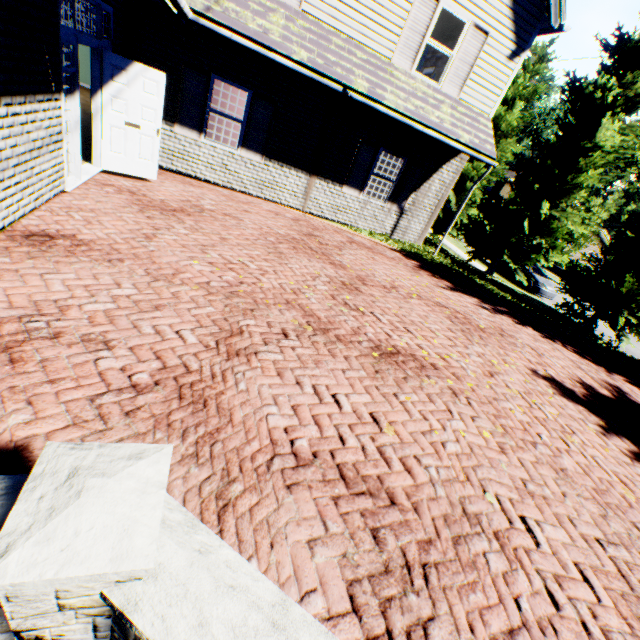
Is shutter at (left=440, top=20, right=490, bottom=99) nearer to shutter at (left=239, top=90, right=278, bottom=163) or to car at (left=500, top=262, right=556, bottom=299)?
shutter at (left=239, top=90, right=278, bottom=163)

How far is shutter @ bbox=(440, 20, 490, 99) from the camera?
8.70m

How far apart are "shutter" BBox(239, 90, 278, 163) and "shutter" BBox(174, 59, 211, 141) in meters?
0.9

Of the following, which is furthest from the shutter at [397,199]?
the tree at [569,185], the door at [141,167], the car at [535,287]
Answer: the car at [535,287]

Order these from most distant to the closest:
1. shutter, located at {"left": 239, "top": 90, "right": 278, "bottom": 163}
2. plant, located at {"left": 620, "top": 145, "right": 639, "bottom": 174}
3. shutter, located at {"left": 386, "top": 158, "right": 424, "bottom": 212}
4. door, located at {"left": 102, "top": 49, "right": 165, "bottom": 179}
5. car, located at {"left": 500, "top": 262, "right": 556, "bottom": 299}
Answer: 1. plant, located at {"left": 620, "top": 145, "right": 639, "bottom": 174}
2. car, located at {"left": 500, "top": 262, "right": 556, "bottom": 299}
3. shutter, located at {"left": 386, "top": 158, "right": 424, "bottom": 212}
4. shutter, located at {"left": 239, "top": 90, "right": 278, "bottom": 163}
5. door, located at {"left": 102, "top": 49, "right": 165, "bottom": 179}

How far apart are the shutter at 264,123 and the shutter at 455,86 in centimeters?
469cm

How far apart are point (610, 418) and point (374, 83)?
8.9 meters

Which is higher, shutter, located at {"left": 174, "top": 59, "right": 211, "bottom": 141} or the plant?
the plant
